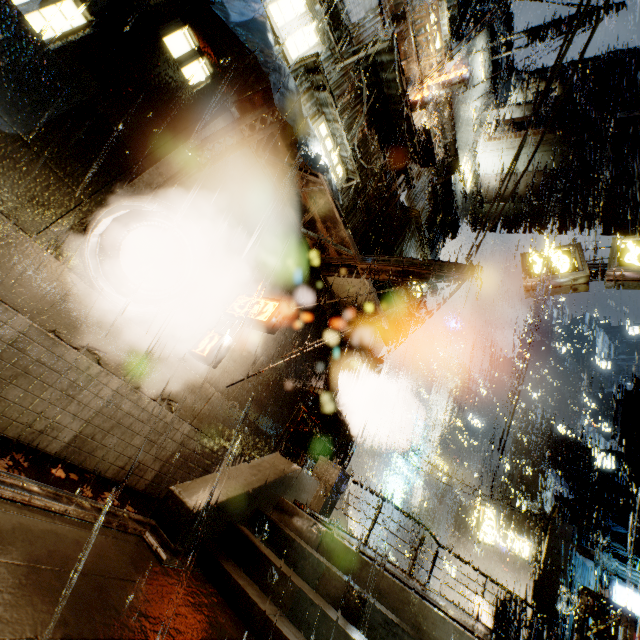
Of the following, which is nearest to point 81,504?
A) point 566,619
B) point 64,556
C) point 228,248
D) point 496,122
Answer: point 64,556

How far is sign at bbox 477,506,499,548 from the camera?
21.23m

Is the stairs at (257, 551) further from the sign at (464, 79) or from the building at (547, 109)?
the sign at (464, 79)

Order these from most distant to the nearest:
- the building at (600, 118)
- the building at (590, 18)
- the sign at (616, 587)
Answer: the sign at (616, 587) → the building at (600, 118) → the building at (590, 18)

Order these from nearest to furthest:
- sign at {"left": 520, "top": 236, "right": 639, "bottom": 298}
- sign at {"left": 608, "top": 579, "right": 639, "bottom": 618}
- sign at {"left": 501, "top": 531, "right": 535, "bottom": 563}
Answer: sign at {"left": 520, "top": 236, "right": 639, "bottom": 298}
sign at {"left": 608, "top": 579, "right": 639, "bottom": 618}
sign at {"left": 501, "top": 531, "right": 535, "bottom": 563}

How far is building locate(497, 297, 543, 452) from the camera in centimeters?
2215cm

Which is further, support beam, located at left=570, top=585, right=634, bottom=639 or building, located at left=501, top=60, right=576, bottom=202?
building, located at left=501, top=60, right=576, bottom=202

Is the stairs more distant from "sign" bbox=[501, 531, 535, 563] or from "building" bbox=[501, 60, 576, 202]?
"sign" bbox=[501, 531, 535, 563]
